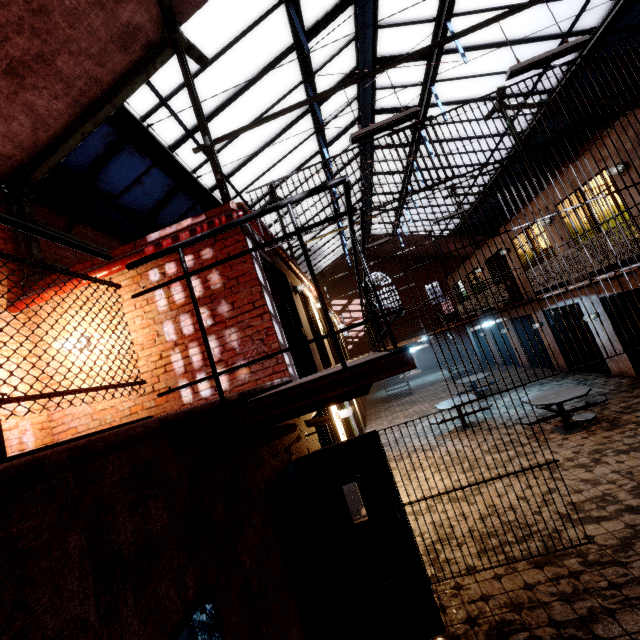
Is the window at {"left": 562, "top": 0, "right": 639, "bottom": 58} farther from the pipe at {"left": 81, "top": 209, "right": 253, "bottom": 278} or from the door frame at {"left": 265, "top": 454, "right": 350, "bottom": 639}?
the door frame at {"left": 265, "top": 454, "right": 350, "bottom": 639}

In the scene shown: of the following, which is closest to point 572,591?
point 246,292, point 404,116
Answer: point 246,292

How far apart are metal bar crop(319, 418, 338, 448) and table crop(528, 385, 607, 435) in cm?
405

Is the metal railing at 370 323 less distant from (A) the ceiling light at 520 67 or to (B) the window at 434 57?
(A) the ceiling light at 520 67

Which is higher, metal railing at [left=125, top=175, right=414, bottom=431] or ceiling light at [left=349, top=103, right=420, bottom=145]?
ceiling light at [left=349, top=103, right=420, bottom=145]

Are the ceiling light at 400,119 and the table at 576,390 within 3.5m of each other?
no

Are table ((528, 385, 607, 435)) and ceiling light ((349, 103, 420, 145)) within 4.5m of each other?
no

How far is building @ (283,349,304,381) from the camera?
4.9 meters
